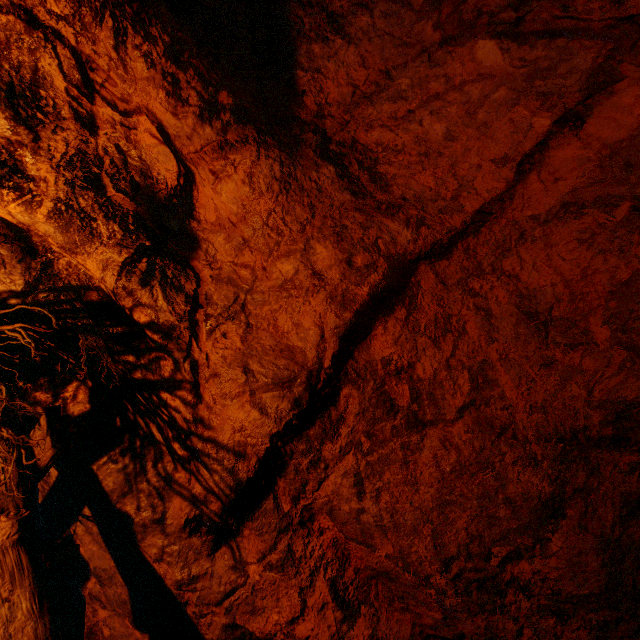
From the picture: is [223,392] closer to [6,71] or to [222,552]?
[222,552]
